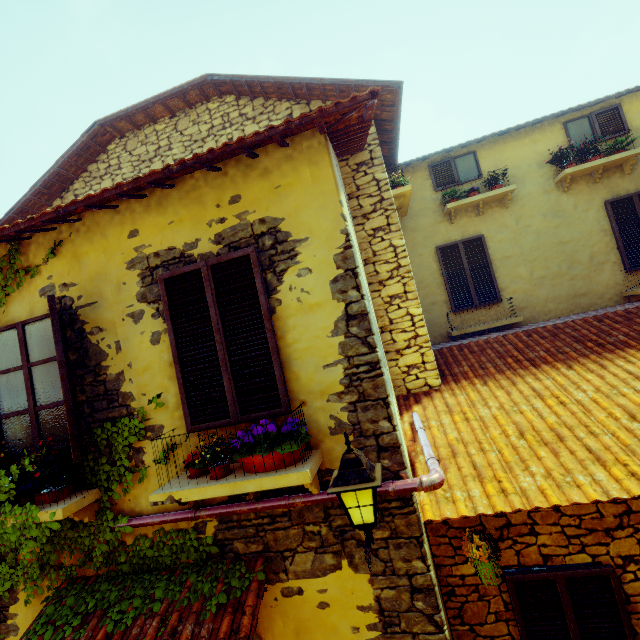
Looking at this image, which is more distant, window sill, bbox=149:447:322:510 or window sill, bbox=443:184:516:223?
window sill, bbox=443:184:516:223

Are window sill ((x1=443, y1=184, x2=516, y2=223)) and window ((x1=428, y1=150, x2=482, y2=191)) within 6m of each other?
yes

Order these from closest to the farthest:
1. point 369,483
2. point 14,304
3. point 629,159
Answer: point 369,483 → point 14,304 → point 629,159

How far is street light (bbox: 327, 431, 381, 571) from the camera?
2.2m

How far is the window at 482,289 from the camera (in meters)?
7.59

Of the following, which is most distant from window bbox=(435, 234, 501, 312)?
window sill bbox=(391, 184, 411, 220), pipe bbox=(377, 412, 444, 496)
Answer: pipe bbox=(377, 412, 444, 496)

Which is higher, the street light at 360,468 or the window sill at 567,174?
the window sill at 567,174

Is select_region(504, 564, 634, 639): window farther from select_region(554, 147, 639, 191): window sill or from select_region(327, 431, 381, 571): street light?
select_region(554, 147, 639, 191): window sill
